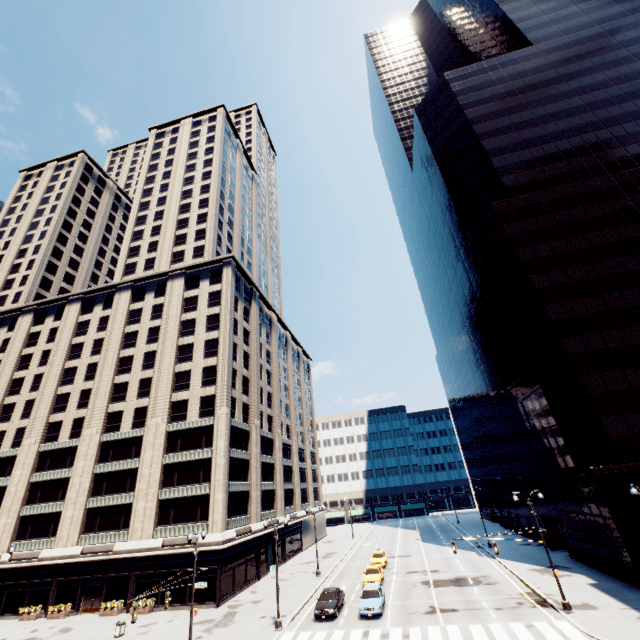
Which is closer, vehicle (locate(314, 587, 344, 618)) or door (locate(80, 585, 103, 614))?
vehicle (locate(314, 587, 344, 618))

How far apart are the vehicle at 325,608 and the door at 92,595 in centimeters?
2445cm

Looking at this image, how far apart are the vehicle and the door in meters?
24.4 m

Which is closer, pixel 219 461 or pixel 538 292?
pixel 538 292

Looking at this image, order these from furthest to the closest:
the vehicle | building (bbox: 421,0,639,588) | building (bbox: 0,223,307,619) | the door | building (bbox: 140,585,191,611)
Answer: building (bbox: 0,223,307,619)
the door
building (bbox: 140,585,191,611)
building (bbox: 421,0,639,588)
the vehicle

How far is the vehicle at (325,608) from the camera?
25.62m

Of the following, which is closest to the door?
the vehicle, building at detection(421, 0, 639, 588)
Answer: the vehicle

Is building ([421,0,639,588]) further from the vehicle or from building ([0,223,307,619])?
building ([0,223,307,619])
